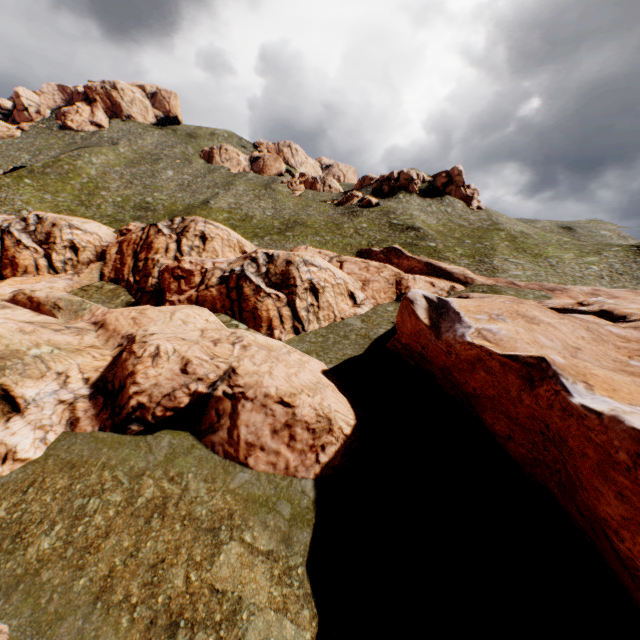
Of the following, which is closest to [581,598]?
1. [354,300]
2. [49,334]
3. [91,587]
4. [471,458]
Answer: [471,458]
